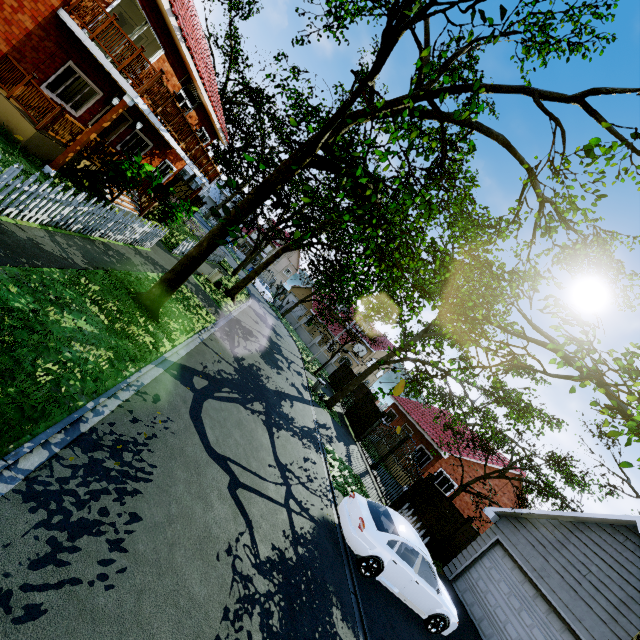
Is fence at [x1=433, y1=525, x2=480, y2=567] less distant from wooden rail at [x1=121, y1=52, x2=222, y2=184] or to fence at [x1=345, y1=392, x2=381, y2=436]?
fence at [x1=345, y1=392, x2=381, y2=436]

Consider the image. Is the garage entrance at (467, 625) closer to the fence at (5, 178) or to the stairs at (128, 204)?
the fence at (5, 178)

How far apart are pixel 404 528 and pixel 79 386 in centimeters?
886cm

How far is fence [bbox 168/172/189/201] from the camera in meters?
27.0

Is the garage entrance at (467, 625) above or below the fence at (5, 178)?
below

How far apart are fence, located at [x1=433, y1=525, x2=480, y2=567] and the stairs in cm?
2097

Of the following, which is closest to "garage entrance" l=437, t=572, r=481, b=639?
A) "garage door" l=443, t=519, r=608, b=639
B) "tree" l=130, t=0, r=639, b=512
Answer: "garage door" l=443, t=519, r=608, b=639
